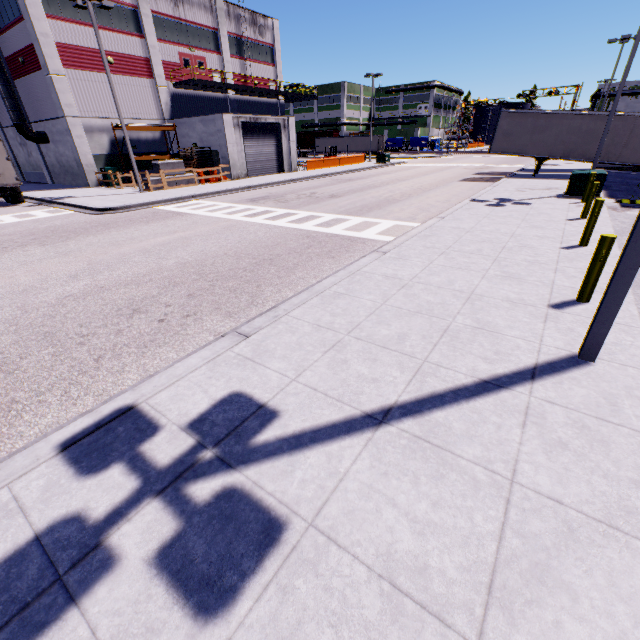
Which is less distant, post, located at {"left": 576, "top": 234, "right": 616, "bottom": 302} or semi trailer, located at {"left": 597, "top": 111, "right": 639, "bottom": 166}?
post, located at {"left": 576, "top": 234, "right": 616, "bottom": 302}

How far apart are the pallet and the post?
28.04m

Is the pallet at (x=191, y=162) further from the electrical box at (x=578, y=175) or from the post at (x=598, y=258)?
the post at (x=598, y=258)

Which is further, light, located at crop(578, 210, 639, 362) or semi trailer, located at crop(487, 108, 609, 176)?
semi trailer, located at crop(487, 108, 609, 176)

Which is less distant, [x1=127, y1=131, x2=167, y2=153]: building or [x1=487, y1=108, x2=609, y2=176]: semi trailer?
[x1=487, y1=108, x2=609, y2=176]: semi trailer

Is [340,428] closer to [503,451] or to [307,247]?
[503,451]

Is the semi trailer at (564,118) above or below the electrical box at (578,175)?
above

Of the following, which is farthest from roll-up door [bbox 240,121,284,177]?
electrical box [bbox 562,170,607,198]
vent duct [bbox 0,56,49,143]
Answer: vent duct [bbox 0,56,49,143]
